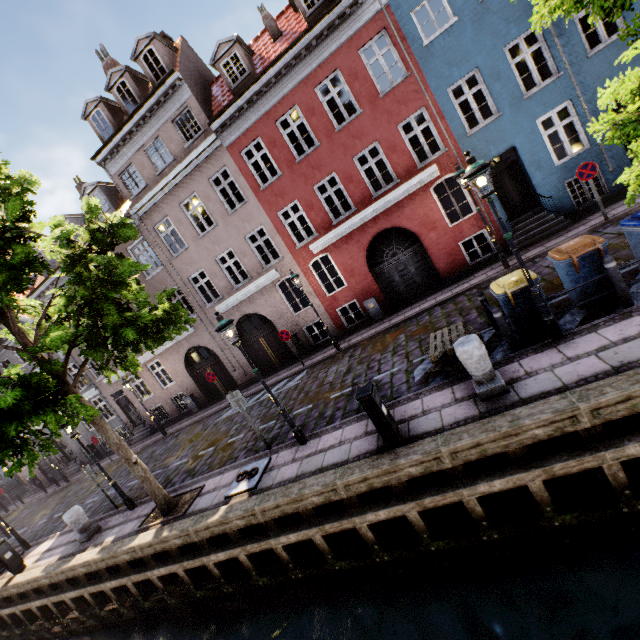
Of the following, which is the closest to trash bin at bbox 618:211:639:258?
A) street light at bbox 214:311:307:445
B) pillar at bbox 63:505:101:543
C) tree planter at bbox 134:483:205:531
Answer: street light at bbox 214:311:307:445

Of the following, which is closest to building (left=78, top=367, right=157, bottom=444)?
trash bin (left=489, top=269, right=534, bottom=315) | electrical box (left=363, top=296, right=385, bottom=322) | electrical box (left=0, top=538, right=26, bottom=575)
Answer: electrical box (left=363, top=296, right=385, bottom=322)

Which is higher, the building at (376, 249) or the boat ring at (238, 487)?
the building at (376, 249)

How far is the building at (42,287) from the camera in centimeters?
1850cm

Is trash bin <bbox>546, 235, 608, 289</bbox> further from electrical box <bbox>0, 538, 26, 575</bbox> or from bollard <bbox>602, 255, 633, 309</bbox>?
electrical box <bbox>0, 538, 26, 575</bbox>

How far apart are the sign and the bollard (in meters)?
5.92

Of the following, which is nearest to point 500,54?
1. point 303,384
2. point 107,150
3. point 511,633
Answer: point 303,384

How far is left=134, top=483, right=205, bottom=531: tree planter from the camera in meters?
8.4
